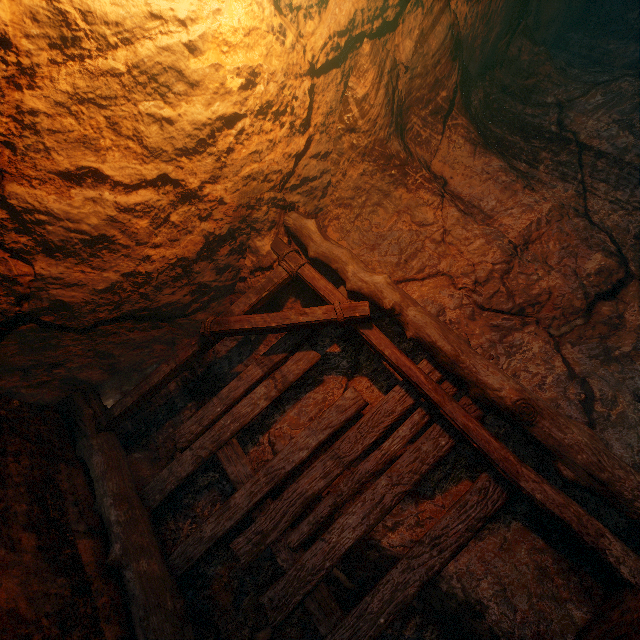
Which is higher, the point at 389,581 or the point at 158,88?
the point at 158,88
